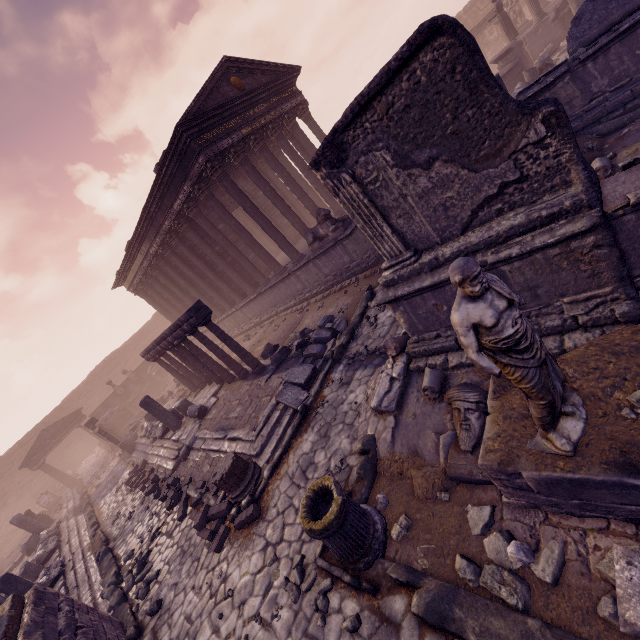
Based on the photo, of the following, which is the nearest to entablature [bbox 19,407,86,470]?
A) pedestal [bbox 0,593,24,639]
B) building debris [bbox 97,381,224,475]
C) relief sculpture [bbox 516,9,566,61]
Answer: relief sculpture [bbox 516,9,566,61]

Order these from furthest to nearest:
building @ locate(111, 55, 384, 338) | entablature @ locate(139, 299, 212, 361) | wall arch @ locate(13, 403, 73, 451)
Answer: wall arch @ locate(13, 403, 73, 451) → building @ locate(111, 55, 384, 338) → entablature @ locate(139, 299, 212, 361)

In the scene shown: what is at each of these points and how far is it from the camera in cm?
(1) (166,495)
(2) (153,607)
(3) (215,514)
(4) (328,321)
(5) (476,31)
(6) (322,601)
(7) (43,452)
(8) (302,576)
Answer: (1) stone blocks, 970
(2) rocks, 619
(3) stone blocks, 653
(4) building debris, 983
(5) entablature, 2069
(6) rocks, 396
(7) entablature, 2197
(8) rocks, 445

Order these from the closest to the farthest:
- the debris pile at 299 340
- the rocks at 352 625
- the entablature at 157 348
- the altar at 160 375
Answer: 1. the rocks at 352 625
2. the debris pile at 299 340
3. the entablature at 157 348
4. the altar at 160 375

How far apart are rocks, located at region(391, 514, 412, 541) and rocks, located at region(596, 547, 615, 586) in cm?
181

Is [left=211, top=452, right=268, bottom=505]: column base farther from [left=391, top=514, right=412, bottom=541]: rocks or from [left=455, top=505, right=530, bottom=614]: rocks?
[left=455, top=505, right=530, bottom=614]: rocks

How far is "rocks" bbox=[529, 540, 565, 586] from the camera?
2.7 meters

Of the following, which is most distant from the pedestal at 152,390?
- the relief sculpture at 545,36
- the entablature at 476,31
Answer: the entablature at 476,31
